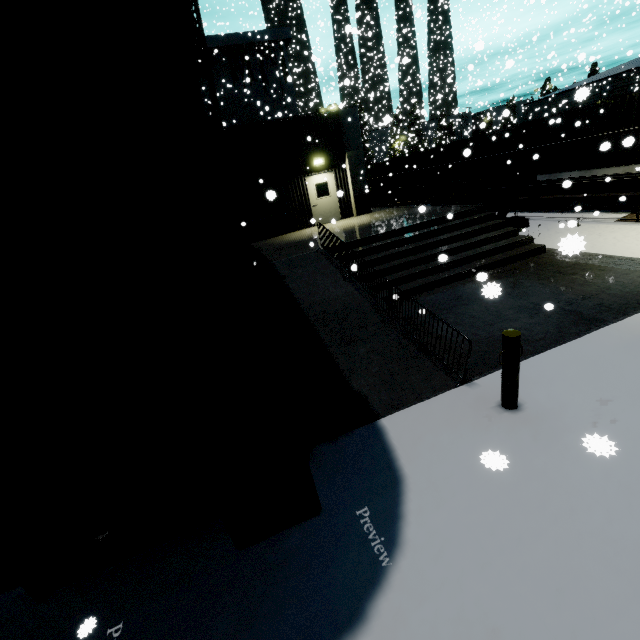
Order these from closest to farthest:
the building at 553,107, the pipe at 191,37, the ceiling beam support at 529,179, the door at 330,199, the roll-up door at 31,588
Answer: the roll-up door at 31,588 < the pipe at 191,37 < the ceiling beam support at 529,179 < the door at 330,199 < the building at 553,107

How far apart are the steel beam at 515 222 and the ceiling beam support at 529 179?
0.84m

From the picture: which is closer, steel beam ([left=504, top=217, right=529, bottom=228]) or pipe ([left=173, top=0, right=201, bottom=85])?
pipe ([left=173, top=0, right=201, bottom=85])

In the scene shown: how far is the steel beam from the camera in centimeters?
1255cm

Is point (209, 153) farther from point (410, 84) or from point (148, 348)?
point (410, 84)

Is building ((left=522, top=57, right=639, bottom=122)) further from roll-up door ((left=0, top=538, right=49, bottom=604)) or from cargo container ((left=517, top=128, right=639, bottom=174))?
cargo container ((left=517, top=128, right=639, bottom=174))

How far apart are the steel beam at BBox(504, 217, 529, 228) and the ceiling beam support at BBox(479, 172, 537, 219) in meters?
0.8

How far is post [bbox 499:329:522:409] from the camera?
4.0m
